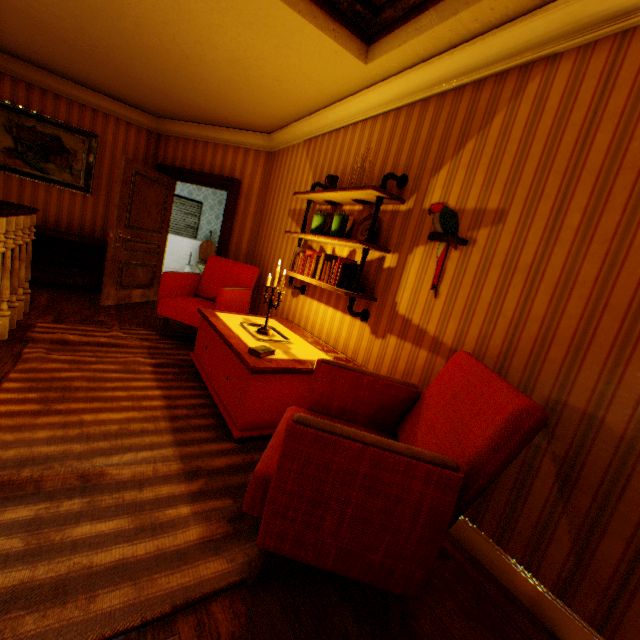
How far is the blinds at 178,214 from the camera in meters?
9.8 m

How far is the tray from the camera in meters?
2.9

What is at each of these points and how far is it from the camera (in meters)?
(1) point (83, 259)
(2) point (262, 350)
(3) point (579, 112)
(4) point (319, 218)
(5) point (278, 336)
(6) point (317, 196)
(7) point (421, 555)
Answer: (1) heater, 5.34
(2) book, 2.49
(3) building, 1.75
(4) jar, 3.30
(5) tray, 3.19
(6) shelf, 3.31
(7) chair, 1.22

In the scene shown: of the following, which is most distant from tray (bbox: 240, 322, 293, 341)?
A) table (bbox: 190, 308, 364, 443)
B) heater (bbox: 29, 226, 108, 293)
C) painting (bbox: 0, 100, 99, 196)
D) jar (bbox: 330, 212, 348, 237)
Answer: painting (bbox: 0, 100, 99, 196)

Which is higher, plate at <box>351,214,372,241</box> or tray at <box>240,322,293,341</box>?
plate at <box>351,214,372,241</box>

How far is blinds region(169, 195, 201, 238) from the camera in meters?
9.8 m

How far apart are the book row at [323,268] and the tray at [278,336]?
0.7 meters

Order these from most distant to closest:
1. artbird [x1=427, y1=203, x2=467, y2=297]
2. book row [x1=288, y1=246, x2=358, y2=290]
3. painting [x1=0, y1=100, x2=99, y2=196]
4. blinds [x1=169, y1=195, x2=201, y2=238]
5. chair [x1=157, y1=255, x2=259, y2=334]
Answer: blinds [x1=169, y1=195, x2=201, y2=238]
painting [x1=0, y1=100, x2=99, y2=196]
chair [x1=157, y1=255, x2=259, y2=334]
book row [x1=288, y1=246, x2=358, y2=290]
artbird [x1=427, y1=203, x2=467, y2=297]
